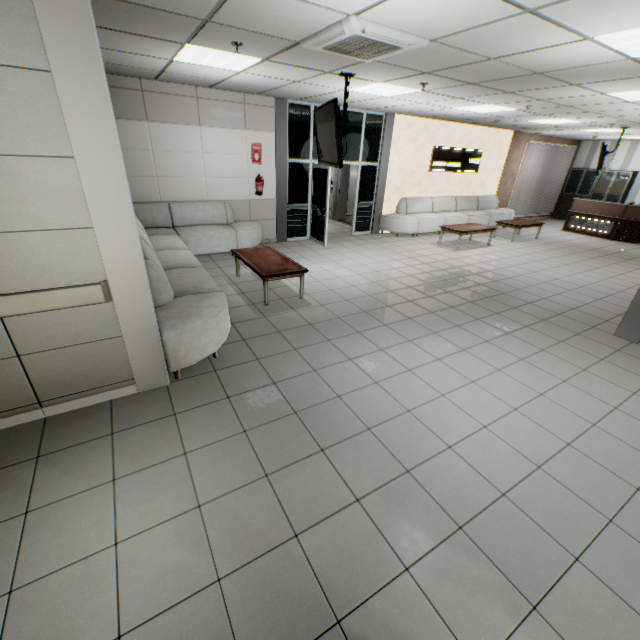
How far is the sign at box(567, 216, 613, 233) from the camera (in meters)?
11.28

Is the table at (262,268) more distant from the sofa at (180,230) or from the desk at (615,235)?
the desk at (615,235)

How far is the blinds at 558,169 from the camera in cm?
1273

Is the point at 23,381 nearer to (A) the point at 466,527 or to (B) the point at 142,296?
(B) the point at 142,296

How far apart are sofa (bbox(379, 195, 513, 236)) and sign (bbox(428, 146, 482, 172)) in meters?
0.8

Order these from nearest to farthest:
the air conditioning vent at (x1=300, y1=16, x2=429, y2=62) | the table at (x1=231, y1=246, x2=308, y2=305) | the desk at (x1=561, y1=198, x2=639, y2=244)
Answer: the air conditioning vent at (x1=300, y1=16, x2=429, y2=62) < the table at (x1=231, y1=246, x2=308, y2=305) < the desk at (x1=561, y1=198, x2=639, y2=244)

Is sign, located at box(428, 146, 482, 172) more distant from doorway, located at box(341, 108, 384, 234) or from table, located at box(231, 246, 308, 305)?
table, located at box(231, 246, 308, 305)

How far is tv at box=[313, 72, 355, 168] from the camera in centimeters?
450cm
